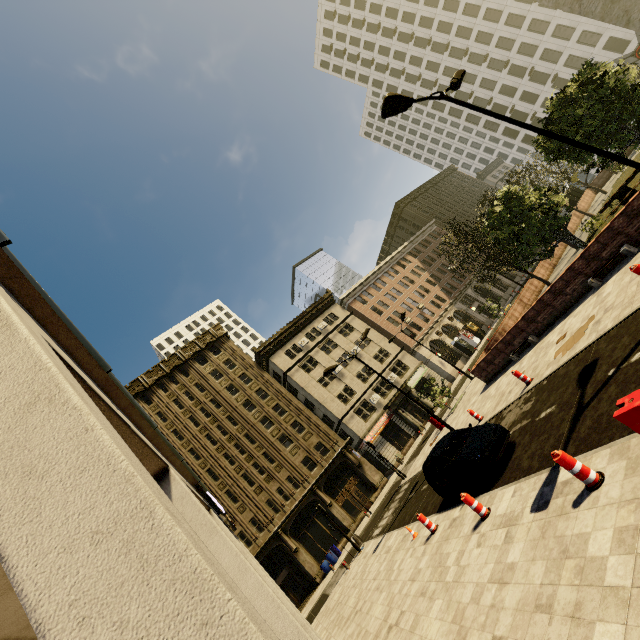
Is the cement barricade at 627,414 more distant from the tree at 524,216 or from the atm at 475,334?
the atm at 475,334

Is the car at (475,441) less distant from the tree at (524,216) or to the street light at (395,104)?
the street light at (395,104)

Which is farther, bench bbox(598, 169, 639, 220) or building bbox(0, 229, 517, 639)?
bench bbox(598, 169, 639, 220)

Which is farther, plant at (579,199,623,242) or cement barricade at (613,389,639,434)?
plant at (579,199,623,242)

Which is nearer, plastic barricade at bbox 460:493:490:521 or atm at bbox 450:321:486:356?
plastic barricade at bbox 460:493:490:521

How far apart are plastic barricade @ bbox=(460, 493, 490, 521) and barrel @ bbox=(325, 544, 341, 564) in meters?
25.7

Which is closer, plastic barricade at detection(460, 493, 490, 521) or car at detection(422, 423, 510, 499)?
plastic barricade at detection(460, 493, 490, 521)

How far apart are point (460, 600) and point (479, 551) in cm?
112
